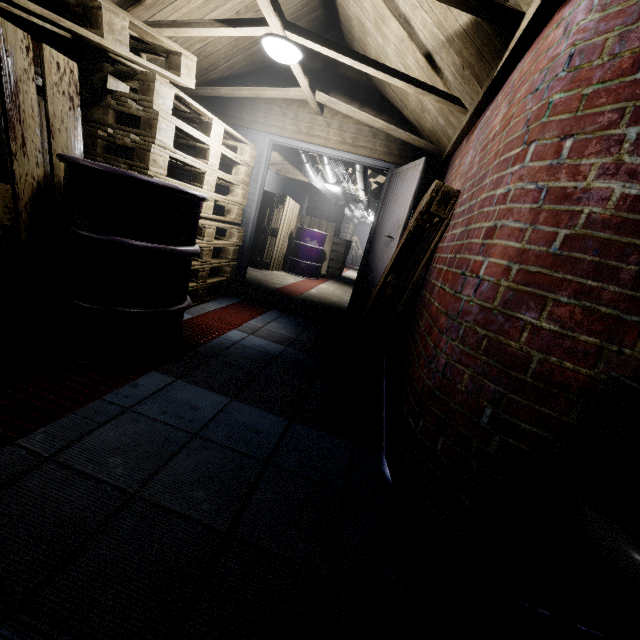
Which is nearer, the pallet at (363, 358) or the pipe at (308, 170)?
the pallet at (363, 358)

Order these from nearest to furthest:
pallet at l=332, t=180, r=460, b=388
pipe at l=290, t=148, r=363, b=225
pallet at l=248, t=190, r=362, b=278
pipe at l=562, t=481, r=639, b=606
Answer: pipe at l=562, t=481, r=639, b=606 < pallet at l=332, t=180, r=460, b=388 < pipe at l=290, t=148, r=363, b=225 < pallet at l=248, t=190, r=362, b=278

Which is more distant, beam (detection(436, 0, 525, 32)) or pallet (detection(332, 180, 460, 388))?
pallet (detection(332, 180, 460, 388))

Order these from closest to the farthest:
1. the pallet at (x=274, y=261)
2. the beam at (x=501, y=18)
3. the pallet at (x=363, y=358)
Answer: the beam at (x=501, y=18) → the pallet at (x=363, y=358) → the pallet at (x=274, y=261)

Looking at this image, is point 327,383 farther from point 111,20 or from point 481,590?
point 111,20

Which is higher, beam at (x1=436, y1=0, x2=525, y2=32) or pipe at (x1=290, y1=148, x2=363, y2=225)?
beam at (x1=436, y1=0, x2=525, y2=32)

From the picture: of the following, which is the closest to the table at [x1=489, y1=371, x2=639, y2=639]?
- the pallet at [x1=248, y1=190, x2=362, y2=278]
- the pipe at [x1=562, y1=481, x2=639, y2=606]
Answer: the pipe at [x1=562, y1=481, x2=639, y2=606]

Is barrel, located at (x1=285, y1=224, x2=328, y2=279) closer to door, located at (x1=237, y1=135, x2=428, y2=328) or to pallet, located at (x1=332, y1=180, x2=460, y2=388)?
door, located at (x1=237, y1=135, x2=428, y2=328)
